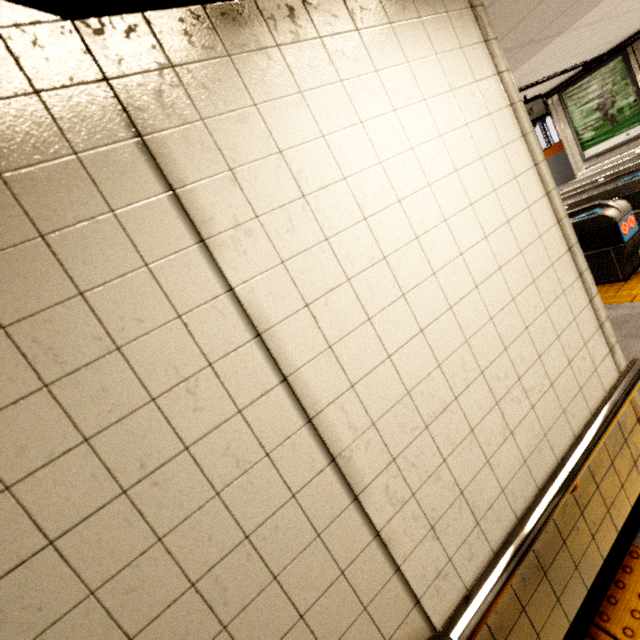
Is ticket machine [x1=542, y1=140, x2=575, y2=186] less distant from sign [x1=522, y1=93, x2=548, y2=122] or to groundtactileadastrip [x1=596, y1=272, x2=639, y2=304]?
groundtactileadastrip [x1=596, y1=272, x2=639, y2=304]

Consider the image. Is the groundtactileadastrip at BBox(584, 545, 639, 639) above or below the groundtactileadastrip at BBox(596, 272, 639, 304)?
below

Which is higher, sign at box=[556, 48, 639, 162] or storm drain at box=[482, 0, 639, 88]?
storm drain at box=[482, 0, 639, 88]

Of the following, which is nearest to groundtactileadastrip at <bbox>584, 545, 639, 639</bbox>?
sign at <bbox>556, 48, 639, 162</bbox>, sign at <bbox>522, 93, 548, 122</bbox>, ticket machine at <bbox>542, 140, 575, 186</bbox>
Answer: sign at <bbox>522, 93, 548, 122</bbox>

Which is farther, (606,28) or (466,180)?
(606,28)

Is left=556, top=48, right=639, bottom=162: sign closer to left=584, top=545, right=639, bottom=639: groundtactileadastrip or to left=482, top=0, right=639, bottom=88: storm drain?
left=482, top=0, right=639, bottom=88: storm drain

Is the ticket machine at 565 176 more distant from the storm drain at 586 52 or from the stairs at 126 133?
the stairs at 126 133

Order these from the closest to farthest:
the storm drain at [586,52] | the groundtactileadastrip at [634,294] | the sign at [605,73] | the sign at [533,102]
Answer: the storm drain at [586,52] < the groundtactileadastrip at [634,294] < the sign at [533,102] < the sign at [605,73]
